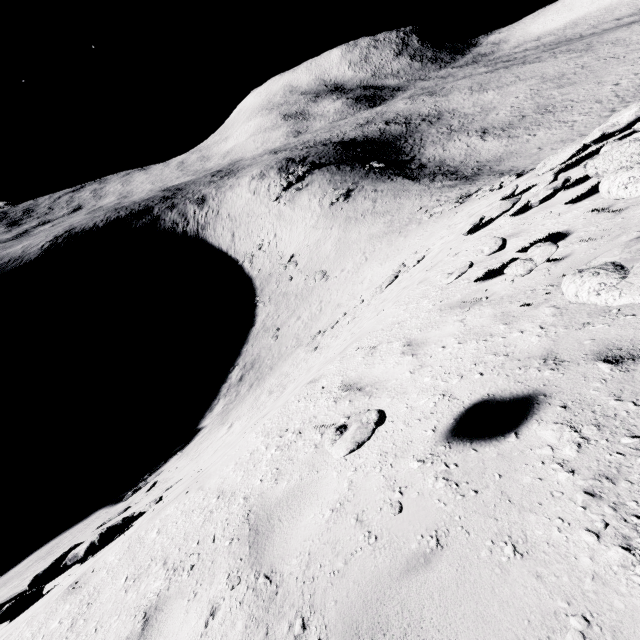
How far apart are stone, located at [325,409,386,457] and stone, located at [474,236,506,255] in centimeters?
377cm

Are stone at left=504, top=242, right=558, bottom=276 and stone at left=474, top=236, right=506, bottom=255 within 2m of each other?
yes

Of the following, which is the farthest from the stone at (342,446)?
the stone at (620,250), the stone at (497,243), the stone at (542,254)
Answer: the stone at (497,243)

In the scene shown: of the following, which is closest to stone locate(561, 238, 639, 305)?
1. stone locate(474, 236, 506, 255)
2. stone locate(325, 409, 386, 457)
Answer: stone locate(325, 409, 386, 457)

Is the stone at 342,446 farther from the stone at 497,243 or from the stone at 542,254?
the stone at 497,243

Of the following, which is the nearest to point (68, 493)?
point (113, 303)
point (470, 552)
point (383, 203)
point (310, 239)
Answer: point (470, 552)

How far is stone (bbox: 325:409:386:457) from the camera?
2.19m

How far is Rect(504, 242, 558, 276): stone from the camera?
3.2 meters
